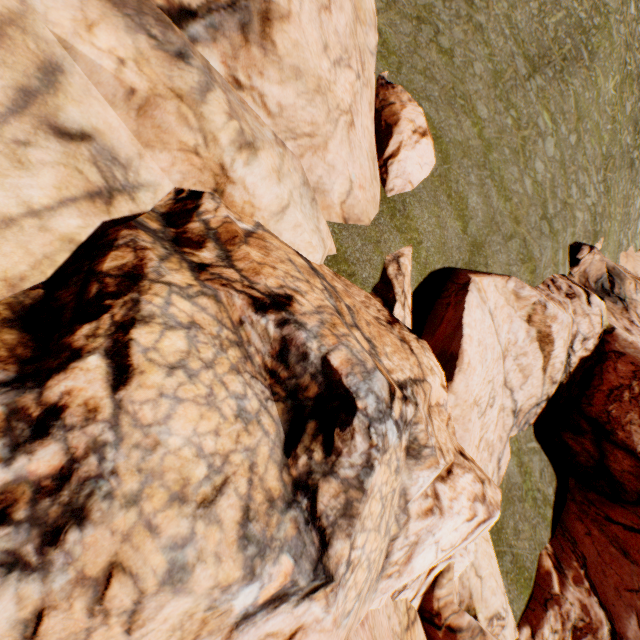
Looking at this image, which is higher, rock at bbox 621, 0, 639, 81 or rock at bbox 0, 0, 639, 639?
rock at bbox 621, 0, 639, 81

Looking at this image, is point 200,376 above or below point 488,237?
above

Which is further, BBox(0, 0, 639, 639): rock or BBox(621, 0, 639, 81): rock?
BBox(621, 0, 639, 81): rock

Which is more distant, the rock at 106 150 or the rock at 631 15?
the rock at 631 15

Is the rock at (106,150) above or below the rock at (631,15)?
below
